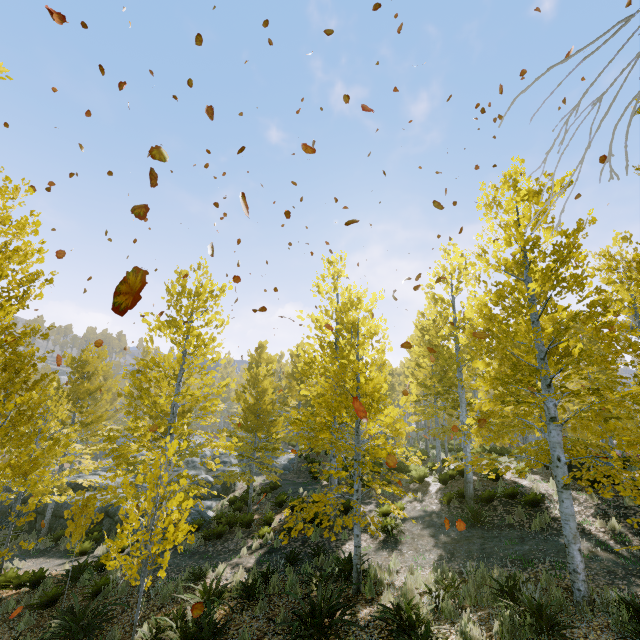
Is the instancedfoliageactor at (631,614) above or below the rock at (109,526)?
above

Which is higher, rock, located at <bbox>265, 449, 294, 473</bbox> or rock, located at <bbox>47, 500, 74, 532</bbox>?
rock, located at <bbox>265, 449, 294, 473</bbox>

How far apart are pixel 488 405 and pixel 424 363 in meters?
10.4

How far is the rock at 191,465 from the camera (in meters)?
15.91

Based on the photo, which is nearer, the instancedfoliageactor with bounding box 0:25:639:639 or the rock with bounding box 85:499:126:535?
the instancedfoliageactor with bounding box 0:25:639:639

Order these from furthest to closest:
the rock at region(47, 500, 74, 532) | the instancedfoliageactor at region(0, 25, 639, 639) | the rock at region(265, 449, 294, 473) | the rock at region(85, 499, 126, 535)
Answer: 1. the rock at region(265, 449, 294, 473)
2. the rock at region(47, 500, 74, 532)
3. the rock at region(85, 499, 126, 535)
4. the instancedfoliageactor at region(0, 25, 639, 639)

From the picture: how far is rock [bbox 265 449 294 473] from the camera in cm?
2598
